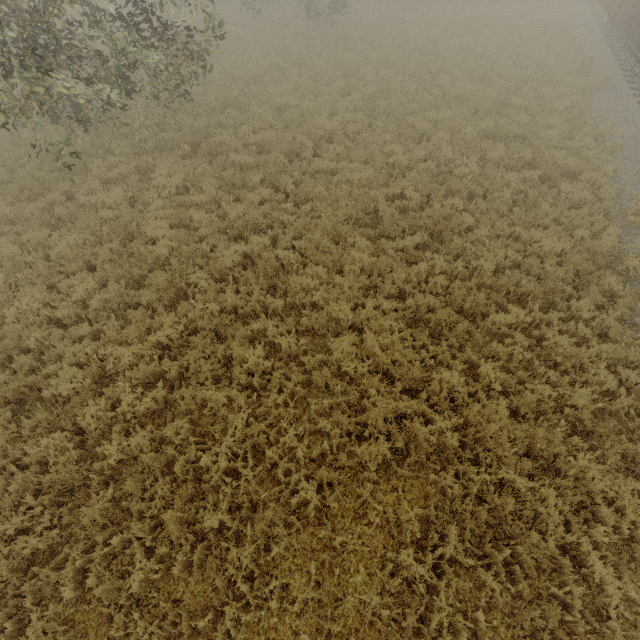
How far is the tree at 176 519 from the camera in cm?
444

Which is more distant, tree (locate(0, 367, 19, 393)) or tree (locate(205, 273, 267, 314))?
tree (locate(205, 273, 267, 314))

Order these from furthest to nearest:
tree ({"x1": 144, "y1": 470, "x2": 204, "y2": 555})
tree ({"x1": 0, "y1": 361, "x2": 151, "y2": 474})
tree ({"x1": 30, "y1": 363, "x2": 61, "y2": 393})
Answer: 1. tree ({"x1": 30, "y1": 363, "x2": 61, "y2": 393})
2. tree ({"x1": 0, "y1": 361, "x2": 151, "y2": 474})
3. tree ({"x1": 144, "y1": 470, "x2": 204, "y2": 555})

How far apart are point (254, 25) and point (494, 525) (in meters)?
34.01

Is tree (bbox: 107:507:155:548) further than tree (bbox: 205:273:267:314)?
No

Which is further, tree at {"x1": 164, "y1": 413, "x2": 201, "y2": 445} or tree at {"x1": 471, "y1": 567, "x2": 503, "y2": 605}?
tree at {"x1": 164, "y1": 413, "x2": 201, "y2": 445}

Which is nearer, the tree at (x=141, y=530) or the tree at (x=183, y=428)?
the tree at (x=141, y=530)

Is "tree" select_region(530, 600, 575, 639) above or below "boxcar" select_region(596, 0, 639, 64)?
below
